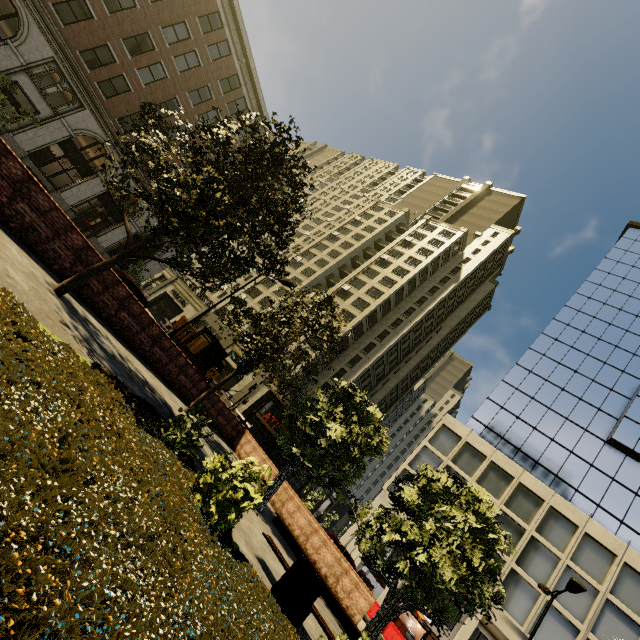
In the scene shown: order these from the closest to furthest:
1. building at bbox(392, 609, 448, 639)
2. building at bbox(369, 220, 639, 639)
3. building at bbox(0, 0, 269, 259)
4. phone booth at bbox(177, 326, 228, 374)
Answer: phone booth at bbox(177, 326, 228, 374) → building at bbox(0, 0, 269, 259) → building at bbox(369, 220, 639, 639) → building at bbox(392, 609, 448, 639)

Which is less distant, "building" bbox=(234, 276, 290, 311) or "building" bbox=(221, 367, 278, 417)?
"building" bbox=(221, 367, 278, 417)

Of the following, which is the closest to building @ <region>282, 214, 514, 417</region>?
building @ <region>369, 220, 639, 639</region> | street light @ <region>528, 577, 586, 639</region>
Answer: building @ <region>369, 220, 639, 639</region>

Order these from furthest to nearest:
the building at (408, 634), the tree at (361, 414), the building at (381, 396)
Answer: the building at (381, 396)
the building at (408, 634)
the tree at (361, 414)

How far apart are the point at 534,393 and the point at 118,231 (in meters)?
44.12

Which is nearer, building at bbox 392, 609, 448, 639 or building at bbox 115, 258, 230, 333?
building at bbox 392, 609, 448, 639

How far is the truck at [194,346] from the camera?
32.2m
